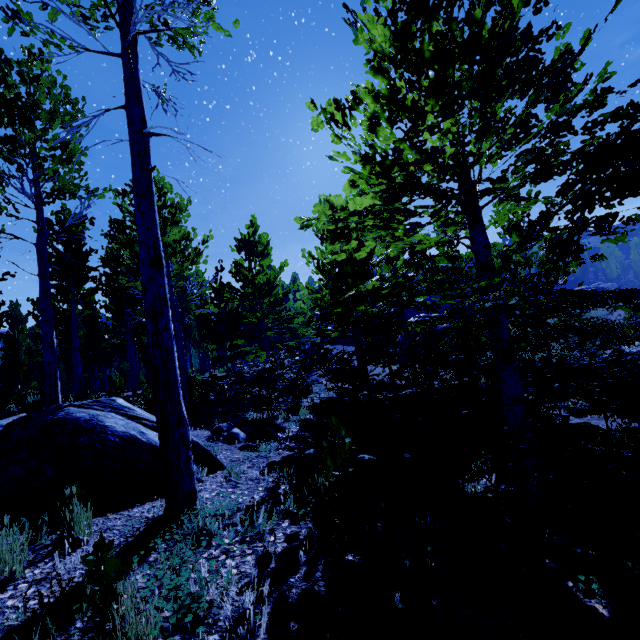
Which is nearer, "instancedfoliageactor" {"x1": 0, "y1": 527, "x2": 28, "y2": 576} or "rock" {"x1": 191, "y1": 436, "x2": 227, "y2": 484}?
"instancedfoliageactor" {"x1": 0, "y1": 527, "x2": 28, "y2": 576}

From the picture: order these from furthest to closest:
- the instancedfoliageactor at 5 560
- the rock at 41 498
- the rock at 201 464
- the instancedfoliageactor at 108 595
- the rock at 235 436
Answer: the rock at 235 436, the rock at 201 464, the rock at 41 498, the instancedfoliageactor at 5 560, the instancedfoliageactor at 108 595

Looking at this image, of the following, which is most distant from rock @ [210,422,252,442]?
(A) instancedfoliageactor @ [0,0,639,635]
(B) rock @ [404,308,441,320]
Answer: (B) rock @ [404,308,441,320]

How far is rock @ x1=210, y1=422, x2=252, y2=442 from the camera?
5.93m

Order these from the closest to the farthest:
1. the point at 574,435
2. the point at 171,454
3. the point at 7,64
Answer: the point at 171,454
the point at 574,435
the point at 7,64

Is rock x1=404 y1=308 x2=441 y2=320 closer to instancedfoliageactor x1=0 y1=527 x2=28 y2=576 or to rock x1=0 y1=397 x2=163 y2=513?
instancedfoliageactor x1=0 y1=527 x2=28 y2=576

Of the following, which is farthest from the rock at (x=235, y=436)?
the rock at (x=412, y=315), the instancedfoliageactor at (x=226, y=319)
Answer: the rock at (x=412, y=315)
